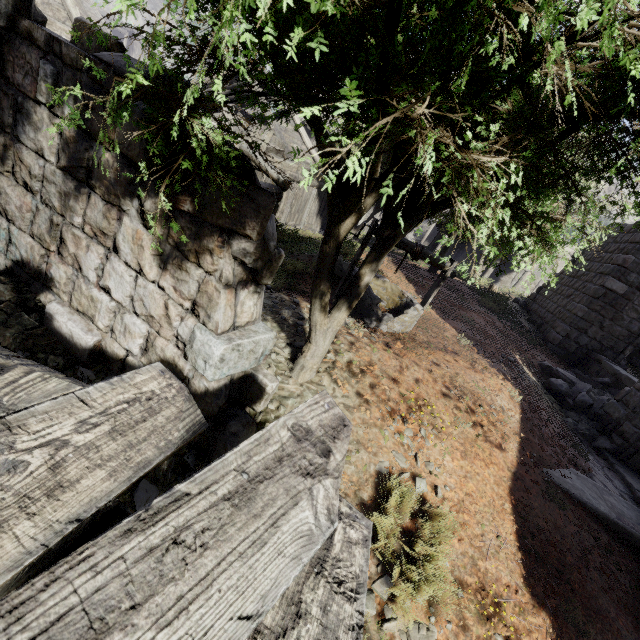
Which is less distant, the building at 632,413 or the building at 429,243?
the building at 632,413

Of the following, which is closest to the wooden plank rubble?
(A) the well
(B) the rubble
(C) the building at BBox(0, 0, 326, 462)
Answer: (C) the building at BBox(0, 0, 326, 462)

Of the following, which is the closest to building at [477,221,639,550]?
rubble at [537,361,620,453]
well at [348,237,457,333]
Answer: rubble at [537,361,620,453]

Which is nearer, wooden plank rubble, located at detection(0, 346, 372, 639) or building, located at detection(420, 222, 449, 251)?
wooden plank rubble, located at detection(0, 346, 372, 639)

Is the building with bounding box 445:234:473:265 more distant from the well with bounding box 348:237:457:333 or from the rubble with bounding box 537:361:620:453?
the well with bounding box 348:237:457:333

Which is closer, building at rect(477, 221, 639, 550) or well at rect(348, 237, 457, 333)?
building at rect(477, 221, 639, 550)

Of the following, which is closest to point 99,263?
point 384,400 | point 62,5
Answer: point 384,400

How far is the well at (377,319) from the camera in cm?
687
